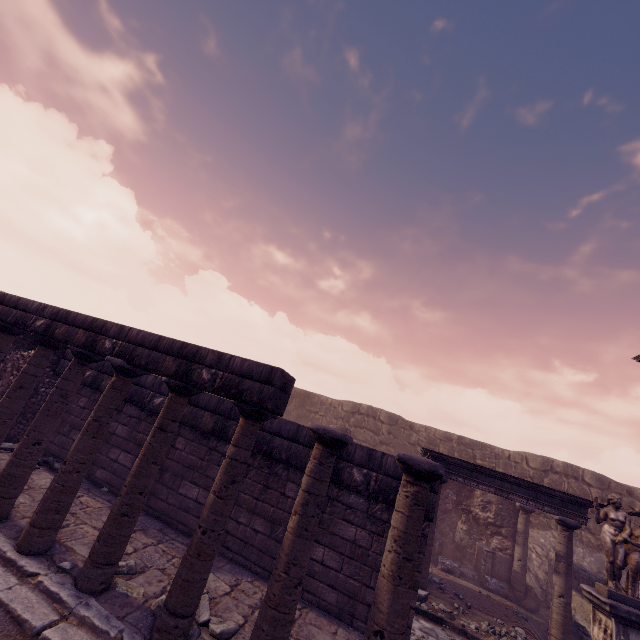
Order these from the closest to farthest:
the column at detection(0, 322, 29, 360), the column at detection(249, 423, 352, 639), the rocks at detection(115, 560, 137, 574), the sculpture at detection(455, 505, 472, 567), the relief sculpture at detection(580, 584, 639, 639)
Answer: the column at detection(249, 423, 352, 639) < the rocks at detection(115, 560, 137, 574) < the column at detection(0, 322, 29, 360) < the relief sculpture at detection(580, 584, 639, 639) < the sculpture at detection(455, 505, 472, 567)

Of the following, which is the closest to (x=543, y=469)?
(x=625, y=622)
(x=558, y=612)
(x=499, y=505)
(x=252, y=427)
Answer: (x=499, y=505)

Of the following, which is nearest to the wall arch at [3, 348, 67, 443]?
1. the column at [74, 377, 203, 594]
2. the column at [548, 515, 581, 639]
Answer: the column at [74, 377, 203, 594]

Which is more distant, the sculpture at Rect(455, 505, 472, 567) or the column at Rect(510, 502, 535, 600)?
the sculpture at Rect(455, 505, 472, 567)

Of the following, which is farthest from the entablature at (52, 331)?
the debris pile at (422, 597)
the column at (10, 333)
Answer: the debris pile at (422, 597)

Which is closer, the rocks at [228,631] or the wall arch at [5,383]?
the rocks at [228,631]

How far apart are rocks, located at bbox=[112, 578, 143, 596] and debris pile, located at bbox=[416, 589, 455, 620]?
5.9 meters
